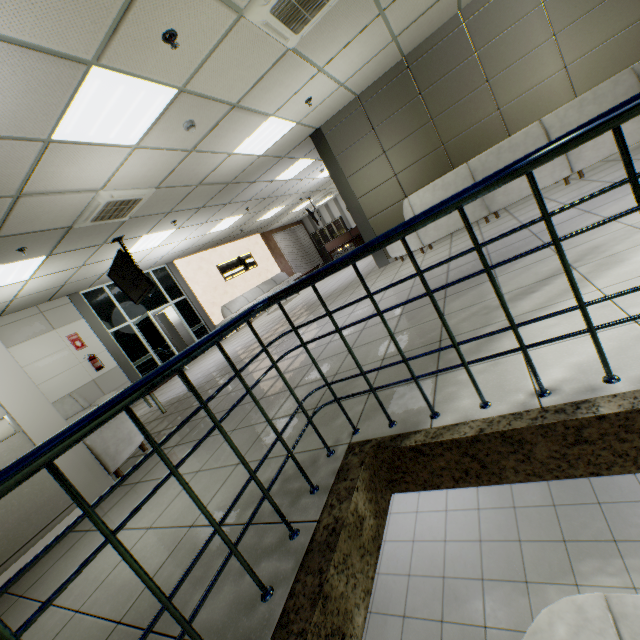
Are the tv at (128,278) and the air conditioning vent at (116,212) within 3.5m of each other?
yes

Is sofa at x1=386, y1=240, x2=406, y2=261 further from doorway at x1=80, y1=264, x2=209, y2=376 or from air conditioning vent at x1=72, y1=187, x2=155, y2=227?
doorway at x1=80, y1=264, x2=209, y2=376

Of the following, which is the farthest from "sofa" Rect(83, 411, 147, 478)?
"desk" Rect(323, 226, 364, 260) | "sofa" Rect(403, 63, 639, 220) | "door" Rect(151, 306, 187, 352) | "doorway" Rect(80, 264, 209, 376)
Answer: "desk" Rect(323, 226, 364, 260)

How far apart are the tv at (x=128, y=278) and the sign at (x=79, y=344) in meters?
2.3 m

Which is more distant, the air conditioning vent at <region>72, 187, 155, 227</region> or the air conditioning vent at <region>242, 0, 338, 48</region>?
the air conditioning vent at <region>72, 187, 155, 227</region>

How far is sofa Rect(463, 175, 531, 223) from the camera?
5.3m

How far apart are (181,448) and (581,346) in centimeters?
353cm

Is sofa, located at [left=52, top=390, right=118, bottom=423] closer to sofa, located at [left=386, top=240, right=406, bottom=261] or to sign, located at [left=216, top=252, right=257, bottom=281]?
sofa, located at [left=386, top=240, right=406, bottom=261]
